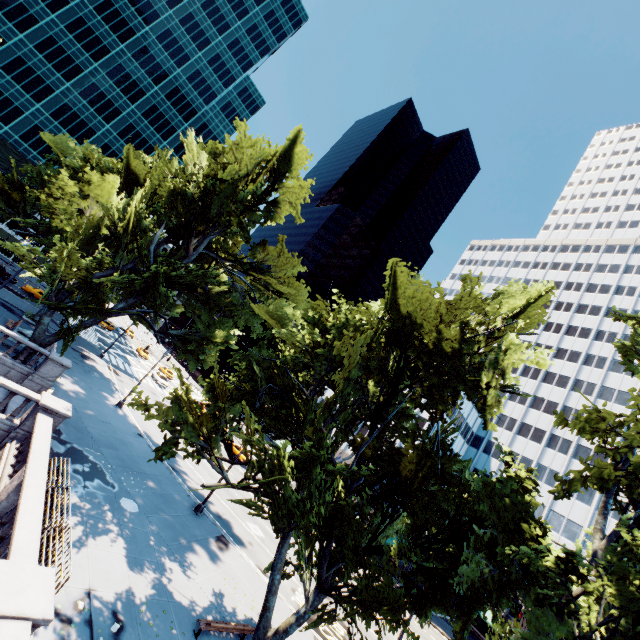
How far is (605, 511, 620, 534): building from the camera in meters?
42.3

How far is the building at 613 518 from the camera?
42.34m

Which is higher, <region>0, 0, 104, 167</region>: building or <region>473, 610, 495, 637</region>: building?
<region>0, 0, 104, 167</region>: building

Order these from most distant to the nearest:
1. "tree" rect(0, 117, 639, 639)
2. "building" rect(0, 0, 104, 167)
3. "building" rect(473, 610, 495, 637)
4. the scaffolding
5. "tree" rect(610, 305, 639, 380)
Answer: "building" rect(0, 0, 104, 167) < the scaffolding < "building" rect(473, 610, 495, 637) < "tree" rect(610, 305, 639, 380) < "tree" rect(0, 117, 639, 639)

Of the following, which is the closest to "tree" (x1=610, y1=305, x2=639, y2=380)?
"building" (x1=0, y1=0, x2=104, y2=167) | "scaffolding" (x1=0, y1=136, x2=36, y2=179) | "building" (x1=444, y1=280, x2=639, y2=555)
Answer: "building" (x1=444, y1=280, x2=639, y2=555)

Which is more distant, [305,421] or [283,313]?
[283,313]

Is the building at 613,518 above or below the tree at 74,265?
above

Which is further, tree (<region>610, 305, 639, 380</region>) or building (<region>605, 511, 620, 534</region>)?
building (<region>605, 511, 620, 534</region>)
